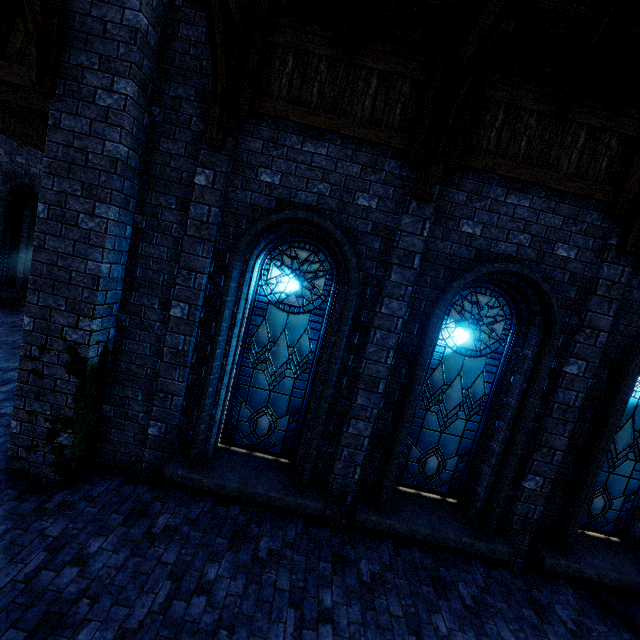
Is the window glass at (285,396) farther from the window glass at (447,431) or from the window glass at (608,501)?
the window glass at (608,501)

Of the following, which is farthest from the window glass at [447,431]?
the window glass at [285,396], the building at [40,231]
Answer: the window glass at [285,396]

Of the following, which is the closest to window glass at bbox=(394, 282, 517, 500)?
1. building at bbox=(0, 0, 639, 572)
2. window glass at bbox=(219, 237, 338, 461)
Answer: building at bbox=(0, 0, 639, 572)

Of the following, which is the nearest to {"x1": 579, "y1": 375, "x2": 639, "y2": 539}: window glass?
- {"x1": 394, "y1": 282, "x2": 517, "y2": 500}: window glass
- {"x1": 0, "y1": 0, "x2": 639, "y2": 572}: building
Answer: {"x1": 0, "y1": 0, "x2": 639, "y2": 572}: building

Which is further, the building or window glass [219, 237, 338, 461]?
window glass [219, 237, 338, 461]

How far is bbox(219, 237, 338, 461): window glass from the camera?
5.1 meters

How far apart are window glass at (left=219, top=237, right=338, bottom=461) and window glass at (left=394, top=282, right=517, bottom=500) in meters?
1.5 m

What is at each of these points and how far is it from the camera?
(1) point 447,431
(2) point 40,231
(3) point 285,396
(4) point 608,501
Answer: (1) window glass, 5.46m
(2) building, 4.24m
(3) window glass, 5.43m
(4) window glass, 5.59m
